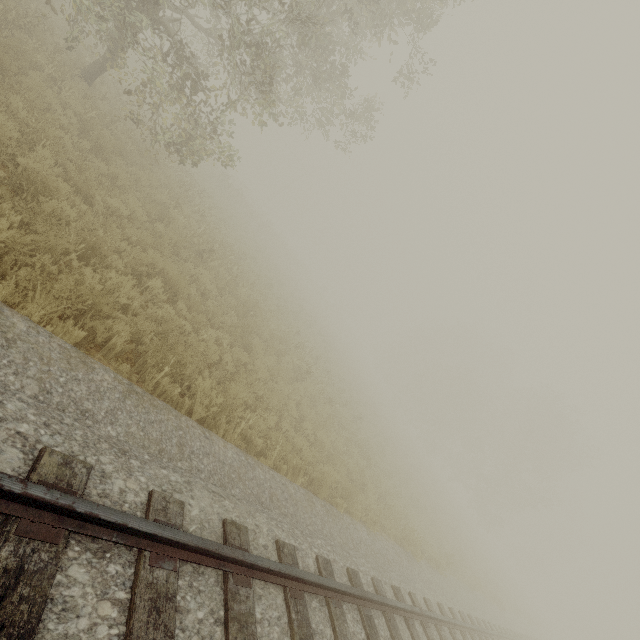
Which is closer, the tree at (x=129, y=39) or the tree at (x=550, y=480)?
the tree at (x=129, y=39)

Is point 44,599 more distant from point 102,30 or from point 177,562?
point 102,30

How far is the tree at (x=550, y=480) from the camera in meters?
33.6 m

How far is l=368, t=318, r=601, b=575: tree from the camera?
A: 33.6m

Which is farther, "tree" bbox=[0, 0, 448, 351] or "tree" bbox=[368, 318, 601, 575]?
"tree" bbox=[368, 318, 601, 575]
